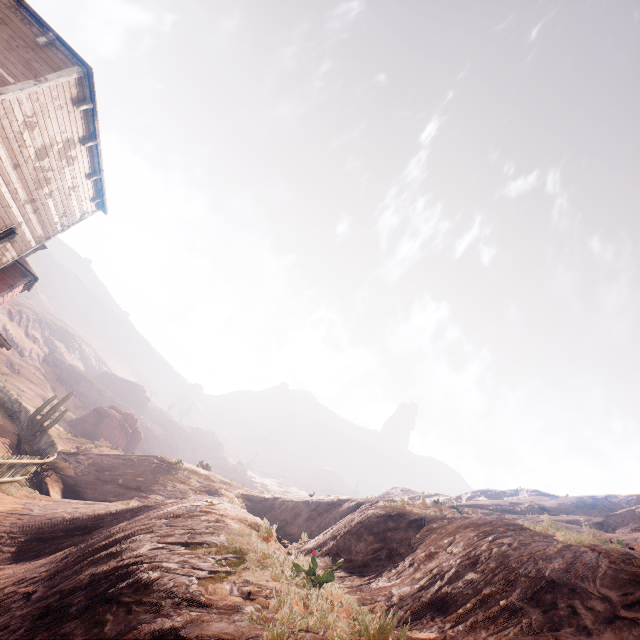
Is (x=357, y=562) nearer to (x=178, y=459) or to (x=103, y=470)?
(x=103, y=470)

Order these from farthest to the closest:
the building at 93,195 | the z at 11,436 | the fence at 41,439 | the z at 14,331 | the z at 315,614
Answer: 1. the z at 14,331
2. the z at 11,436
3. the fence at 41,439
4. the building at 93,195
5. the z at 315,614

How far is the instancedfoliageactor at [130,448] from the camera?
40.9m

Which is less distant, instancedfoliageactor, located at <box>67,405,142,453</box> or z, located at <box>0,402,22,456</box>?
z, located at <box>0,402,22,456</box>

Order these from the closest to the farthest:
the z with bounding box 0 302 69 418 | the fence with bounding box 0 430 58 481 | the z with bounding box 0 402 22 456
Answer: the fence with bounding box 0 430 58 481
the z with bounding box 0 402 22 456
the z with bounding box 0 302 69 418

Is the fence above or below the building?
below

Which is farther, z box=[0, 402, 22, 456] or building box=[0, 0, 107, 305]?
z box=[0, 402, 22, 456]

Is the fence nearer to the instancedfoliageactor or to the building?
the building
